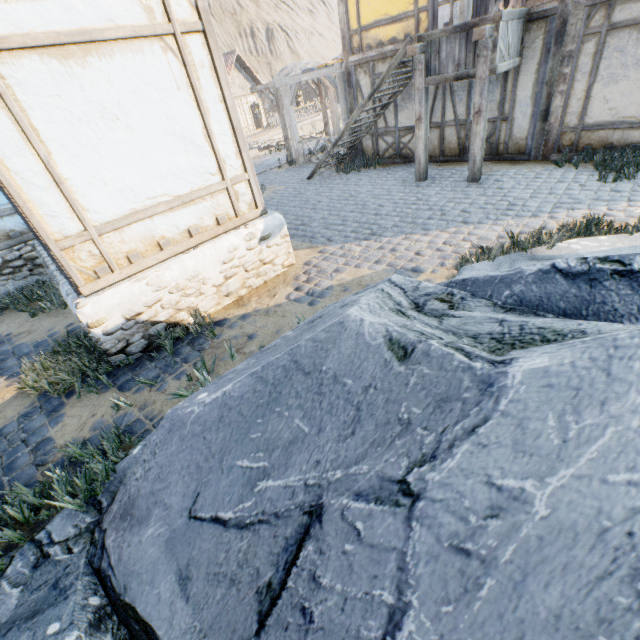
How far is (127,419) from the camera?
3.6m

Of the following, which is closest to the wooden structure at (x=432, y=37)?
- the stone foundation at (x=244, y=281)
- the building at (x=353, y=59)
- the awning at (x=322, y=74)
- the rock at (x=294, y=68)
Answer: the building at (x=353, y=59)

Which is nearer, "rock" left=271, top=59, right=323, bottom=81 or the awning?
the awning

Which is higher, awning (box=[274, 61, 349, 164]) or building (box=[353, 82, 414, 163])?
awning (box=[274, 61, 349, 164])

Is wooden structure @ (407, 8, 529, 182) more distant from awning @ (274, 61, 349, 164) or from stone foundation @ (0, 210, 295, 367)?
stone foundation @ (0, 210, 295, 367)

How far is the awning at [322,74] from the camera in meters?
10.7 m

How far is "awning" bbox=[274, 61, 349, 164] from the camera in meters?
10.7 m

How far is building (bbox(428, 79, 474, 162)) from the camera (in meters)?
8.55
